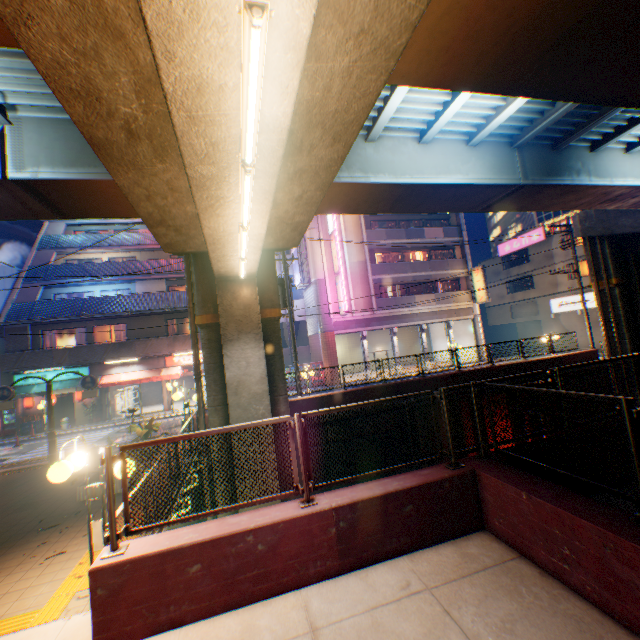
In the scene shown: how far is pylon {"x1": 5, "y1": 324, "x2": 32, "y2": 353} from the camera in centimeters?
2073cm

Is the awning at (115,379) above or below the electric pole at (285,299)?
below

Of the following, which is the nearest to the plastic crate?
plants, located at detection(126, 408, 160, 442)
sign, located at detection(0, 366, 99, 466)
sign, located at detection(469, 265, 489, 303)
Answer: sign, located at detection(0, 366, 99, 466)

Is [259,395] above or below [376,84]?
below

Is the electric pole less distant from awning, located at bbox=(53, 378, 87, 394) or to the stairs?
awning, located at bbox=(53, 378, 87, 394)

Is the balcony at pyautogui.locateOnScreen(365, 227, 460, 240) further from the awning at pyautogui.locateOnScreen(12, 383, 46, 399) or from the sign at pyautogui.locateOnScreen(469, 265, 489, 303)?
the awning at pyautogui.locateOnScreen(12, 383, 46, 399)

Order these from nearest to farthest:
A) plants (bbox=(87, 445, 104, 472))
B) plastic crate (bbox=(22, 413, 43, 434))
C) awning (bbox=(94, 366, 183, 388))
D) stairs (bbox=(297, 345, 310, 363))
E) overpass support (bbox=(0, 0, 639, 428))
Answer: overpass support (bbox=(0, 0, 639, 428)) < plants (bbox=(87, 445, 104, 472)) < plastic crate (bbox=(22, 413, 43, 434)) < awning (bbox=(94, 366, 183, 388)) < stairs (bbox=(297, 345, 310, 363))

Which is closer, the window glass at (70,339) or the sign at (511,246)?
the window glass at (70,339)
